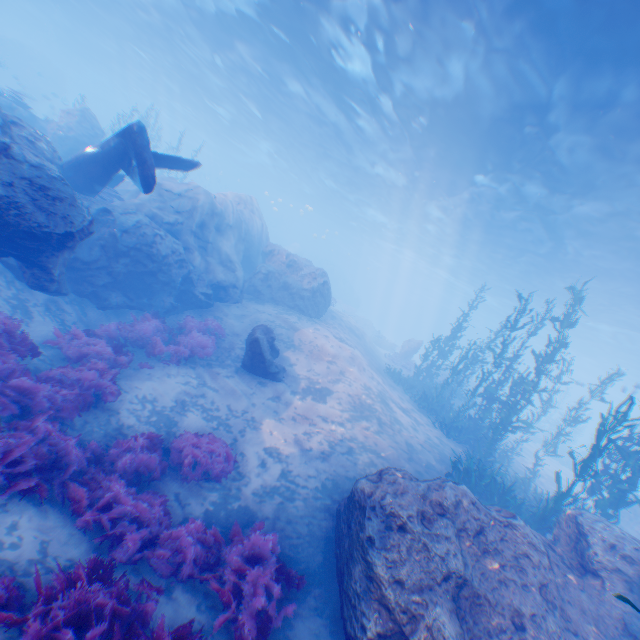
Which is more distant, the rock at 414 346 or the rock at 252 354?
the rock at 414 346

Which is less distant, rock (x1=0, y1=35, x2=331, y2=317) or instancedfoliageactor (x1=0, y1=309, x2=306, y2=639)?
instancedfoliageactor (x1=0, y1=309, x2=306, y2=639)

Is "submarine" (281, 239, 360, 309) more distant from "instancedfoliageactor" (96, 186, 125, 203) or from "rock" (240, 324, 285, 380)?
"rock" (240, 324, 285, 380)

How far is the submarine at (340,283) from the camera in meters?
54.2

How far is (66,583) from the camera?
3.9m

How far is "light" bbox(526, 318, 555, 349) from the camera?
41.0m

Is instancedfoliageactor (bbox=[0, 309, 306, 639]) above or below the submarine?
below

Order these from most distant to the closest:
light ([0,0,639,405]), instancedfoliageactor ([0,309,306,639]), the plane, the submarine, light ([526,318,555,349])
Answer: the submarine < light ([526,318,555,349]) < light ([0,0,639,405]) < the plane < instancedfoliageactor ([0,309,306,639])
